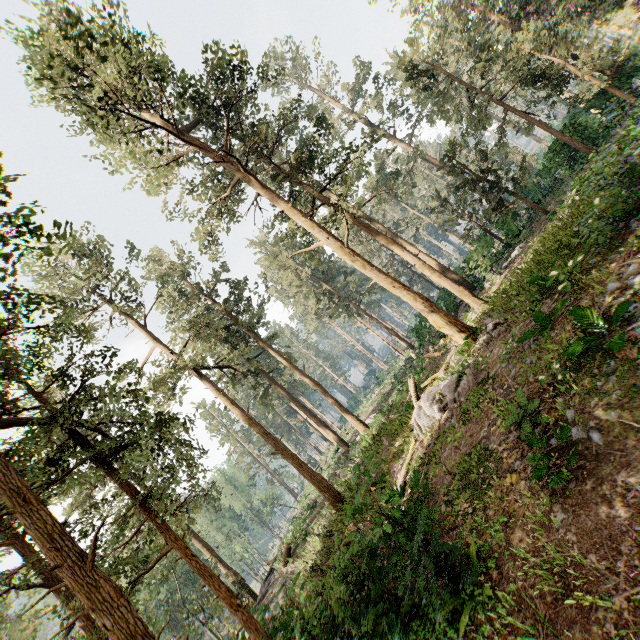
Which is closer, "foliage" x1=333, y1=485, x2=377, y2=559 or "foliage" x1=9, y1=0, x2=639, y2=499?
"foliage" x1=333, y1=485, x2=377, y2=559

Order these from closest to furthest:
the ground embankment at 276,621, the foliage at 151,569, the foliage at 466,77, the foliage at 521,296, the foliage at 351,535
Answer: the foliage at 151,569, the foliage at 351,535, the ground embankment at 276,621, the foliage at 521,296, the foliage at 466,77

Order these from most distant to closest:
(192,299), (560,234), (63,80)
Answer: (192,299), (63,80), (560,234)

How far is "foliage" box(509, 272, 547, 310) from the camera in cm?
1115

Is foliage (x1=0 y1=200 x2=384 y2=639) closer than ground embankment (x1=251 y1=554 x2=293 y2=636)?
Yes

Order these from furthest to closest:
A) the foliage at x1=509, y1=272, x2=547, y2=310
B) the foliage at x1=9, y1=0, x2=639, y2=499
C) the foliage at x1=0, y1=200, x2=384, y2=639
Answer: the foliage at x1=9, y1=0, x2=639, y2=499 → the foliage at x1=509, y1=272, x2=547, y2=310 → the foliage at x1=0, y1=200, x2=384, y2=639

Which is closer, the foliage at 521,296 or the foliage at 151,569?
the foliage at 151,569
